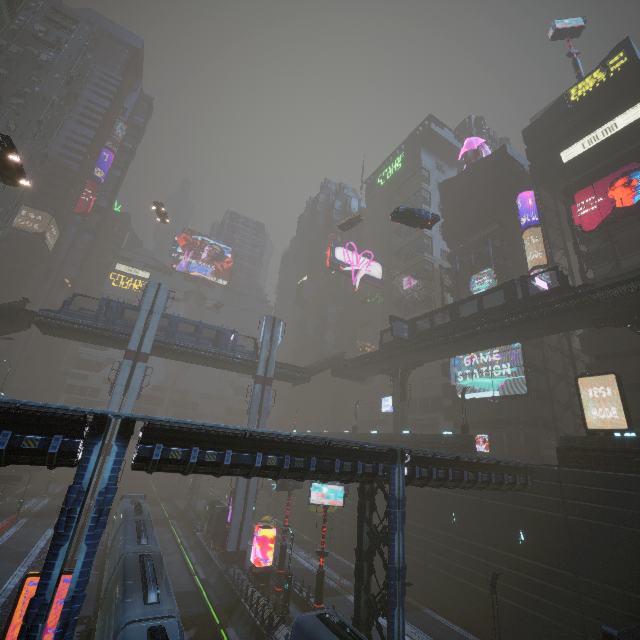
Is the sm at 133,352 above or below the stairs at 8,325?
below

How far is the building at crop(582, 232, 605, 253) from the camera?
33.8m

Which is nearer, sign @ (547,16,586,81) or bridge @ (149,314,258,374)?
bridge @ (149,314,258,374)

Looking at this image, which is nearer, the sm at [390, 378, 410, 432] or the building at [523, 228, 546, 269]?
the building at [523, 228, 546, 269]

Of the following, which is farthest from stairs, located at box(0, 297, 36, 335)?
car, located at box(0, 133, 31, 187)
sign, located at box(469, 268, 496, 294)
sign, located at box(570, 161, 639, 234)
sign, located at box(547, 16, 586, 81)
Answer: sign, located at box(547, 16, 586, 81)

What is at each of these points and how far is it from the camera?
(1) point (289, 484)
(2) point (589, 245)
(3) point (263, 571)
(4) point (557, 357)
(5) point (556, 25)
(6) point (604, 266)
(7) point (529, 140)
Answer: (1) sign, 27.84m
(2) building, 34.59m
(3) sign, 28.06m
(4) building, 39.03m
(5) sign, 43.53m
(6) building, 32.88m
(7) building, 43.19m

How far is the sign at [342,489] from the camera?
21.42m

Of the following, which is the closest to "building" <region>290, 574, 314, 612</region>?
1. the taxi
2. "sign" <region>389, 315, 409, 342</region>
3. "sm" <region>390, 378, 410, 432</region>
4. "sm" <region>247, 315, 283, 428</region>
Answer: "sm" <region>390, 378, 410, 432</region>
